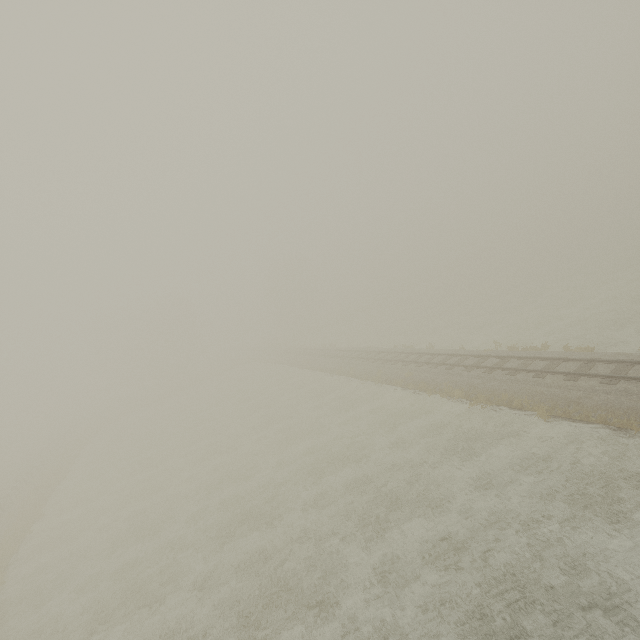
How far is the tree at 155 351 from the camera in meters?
56.9 m

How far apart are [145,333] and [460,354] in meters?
56.7

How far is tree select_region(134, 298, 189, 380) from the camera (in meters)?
56.94
